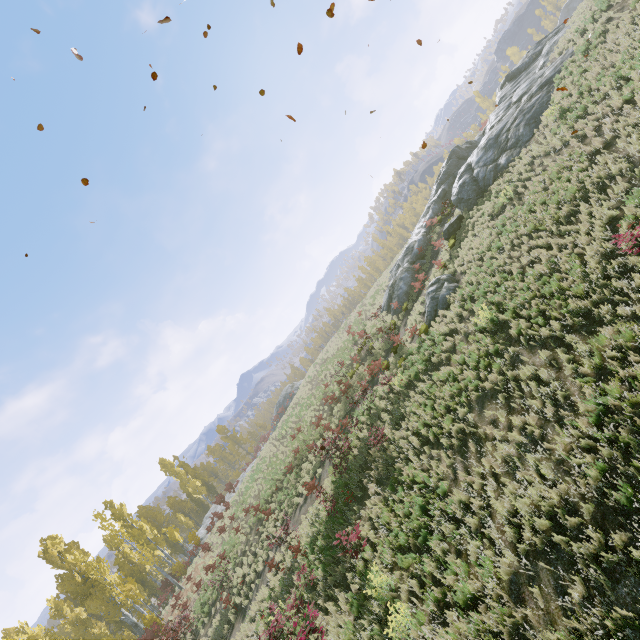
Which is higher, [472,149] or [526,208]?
[472,149]

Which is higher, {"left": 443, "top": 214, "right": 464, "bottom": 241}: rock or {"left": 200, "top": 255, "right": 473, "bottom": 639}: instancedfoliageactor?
{"left": 443, "top": 214, "right": 464, "bottom": 241}: rock

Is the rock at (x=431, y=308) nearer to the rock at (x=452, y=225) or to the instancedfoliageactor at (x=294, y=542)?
the rock at (x=452, y=225)

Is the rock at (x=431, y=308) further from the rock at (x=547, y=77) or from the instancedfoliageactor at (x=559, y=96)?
the instancedfoliageactor at (x=559, y=96)

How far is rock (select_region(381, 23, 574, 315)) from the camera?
19.5 meters

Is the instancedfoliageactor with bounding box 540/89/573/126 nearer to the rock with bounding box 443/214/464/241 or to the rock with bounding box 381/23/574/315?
the rock with bounding box 381/23/574/315

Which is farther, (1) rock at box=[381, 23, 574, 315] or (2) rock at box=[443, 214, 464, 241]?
(2) rock at box=[443, 214, 464, 241]

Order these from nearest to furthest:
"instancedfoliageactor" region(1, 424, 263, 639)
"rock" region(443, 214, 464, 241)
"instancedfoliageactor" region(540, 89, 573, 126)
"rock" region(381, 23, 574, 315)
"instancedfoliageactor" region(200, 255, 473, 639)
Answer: "instancedfoliageactor" region(200, 255, 473, 639) → "instancedfoliageactor" region(540, 89, 573, 126) → "rock" region(381, 23, 574, 315) → "rock" region(443, 214, 464, 241) → "instancedfoliageactor" region(1, 424, 263, 639)
